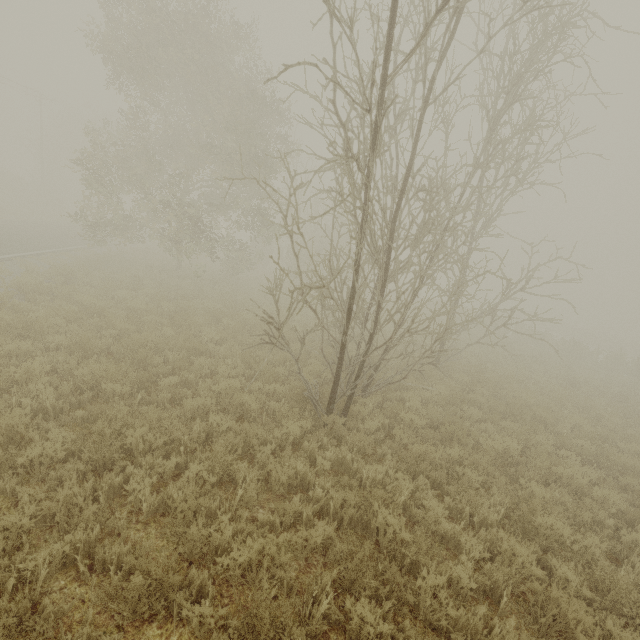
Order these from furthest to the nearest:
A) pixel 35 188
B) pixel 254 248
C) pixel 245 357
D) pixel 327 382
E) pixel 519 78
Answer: pixel 35 188, pixel 254 248, pixel 327 382, pixel 245 357, pixel 519 78
